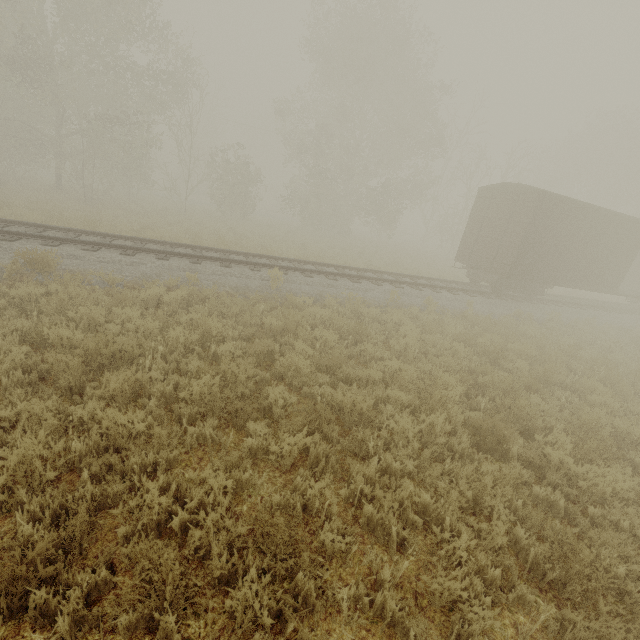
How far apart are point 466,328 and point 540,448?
6.5m
